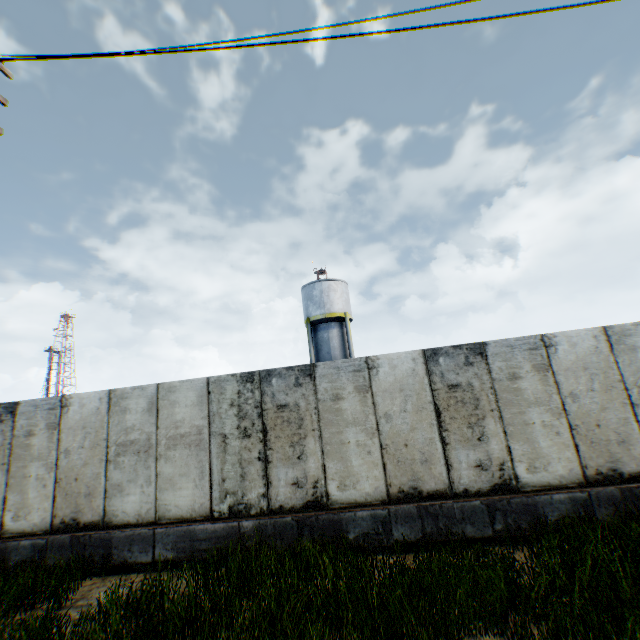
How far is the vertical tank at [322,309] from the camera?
25.3 meters

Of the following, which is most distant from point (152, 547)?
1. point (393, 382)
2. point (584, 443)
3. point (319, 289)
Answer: point (319, 289)

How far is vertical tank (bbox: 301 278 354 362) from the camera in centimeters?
2531cm
